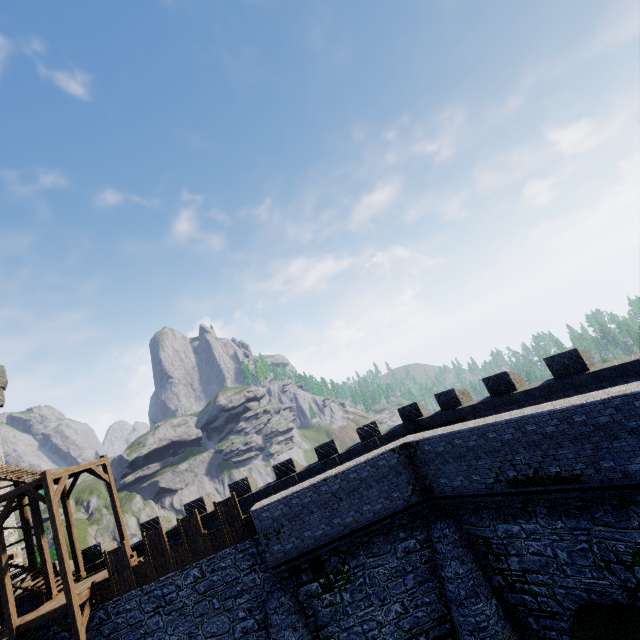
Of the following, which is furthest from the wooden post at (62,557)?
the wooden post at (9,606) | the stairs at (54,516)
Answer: the wooden post at (9,606)

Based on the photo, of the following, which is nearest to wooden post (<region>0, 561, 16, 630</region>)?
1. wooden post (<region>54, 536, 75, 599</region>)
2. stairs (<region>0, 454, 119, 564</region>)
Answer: stairs (<region>0, 454, 119, 564</region>)

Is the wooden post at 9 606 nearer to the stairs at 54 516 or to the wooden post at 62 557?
the stairs at 54 516

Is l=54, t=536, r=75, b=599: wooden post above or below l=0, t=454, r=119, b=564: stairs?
below

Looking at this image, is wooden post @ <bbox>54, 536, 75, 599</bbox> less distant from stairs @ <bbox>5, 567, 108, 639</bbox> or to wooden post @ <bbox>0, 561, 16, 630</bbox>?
stairs @ <bbox>5, 567, 108, 639</bbox>

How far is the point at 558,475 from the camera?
11.0 meters
